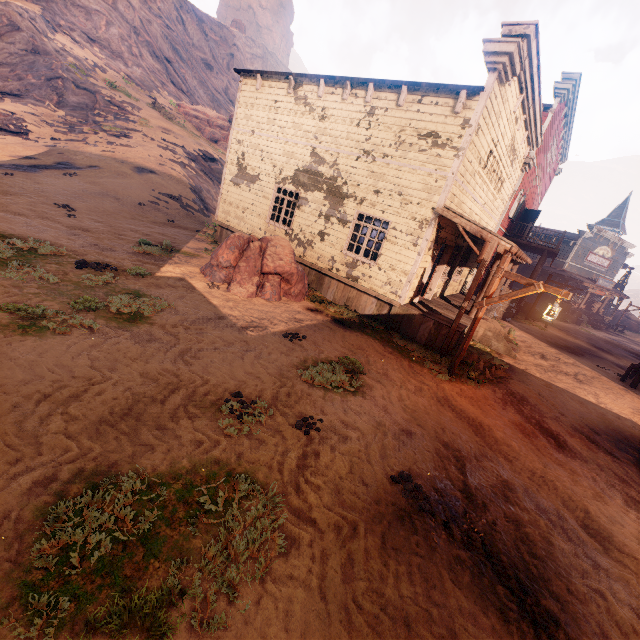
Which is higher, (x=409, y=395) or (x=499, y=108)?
(x=499, y=108)

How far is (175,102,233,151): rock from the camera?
34.3m

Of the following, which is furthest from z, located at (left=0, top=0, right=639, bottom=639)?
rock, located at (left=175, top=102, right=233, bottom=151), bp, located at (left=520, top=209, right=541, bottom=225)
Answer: bp, located at (left=520, top=209, right=541, bottom=225)

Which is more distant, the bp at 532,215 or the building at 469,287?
the bp at 532,215

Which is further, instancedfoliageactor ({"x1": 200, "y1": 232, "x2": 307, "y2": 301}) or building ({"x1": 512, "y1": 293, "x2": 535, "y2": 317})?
building ({"x1": 512, "y1": 293, "x2": 535, "y2": 317})

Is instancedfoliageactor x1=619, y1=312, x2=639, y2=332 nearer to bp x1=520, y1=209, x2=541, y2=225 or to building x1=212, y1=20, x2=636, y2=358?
building x1=212, y1=20, x2=636, y2=358

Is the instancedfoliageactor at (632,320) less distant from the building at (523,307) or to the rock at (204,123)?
the building at (523,307)

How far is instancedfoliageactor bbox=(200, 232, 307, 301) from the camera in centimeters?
1002cm
